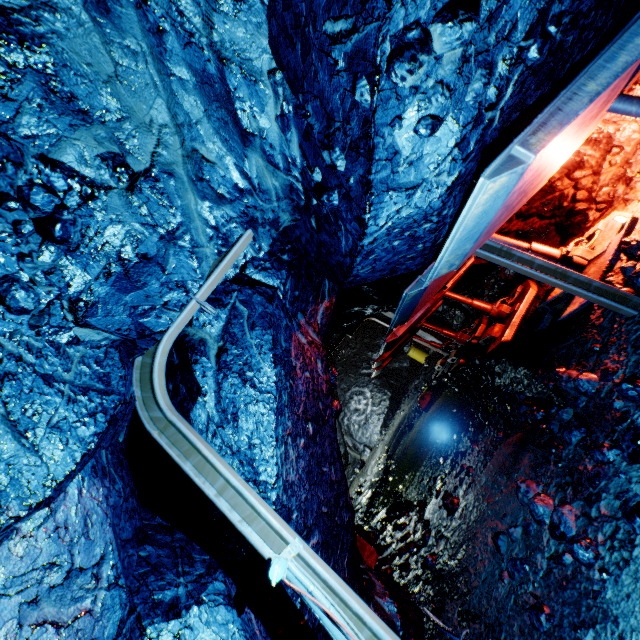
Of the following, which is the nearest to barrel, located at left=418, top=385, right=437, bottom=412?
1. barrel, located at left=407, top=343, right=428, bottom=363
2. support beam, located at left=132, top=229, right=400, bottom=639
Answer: barrel, located at left=407, top=343, right=428, bottom=363

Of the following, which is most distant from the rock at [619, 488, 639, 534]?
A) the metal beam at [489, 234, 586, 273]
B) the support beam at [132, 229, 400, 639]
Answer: the metal beam at [489, 234, 586, 273]

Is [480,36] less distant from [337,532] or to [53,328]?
[53,328]

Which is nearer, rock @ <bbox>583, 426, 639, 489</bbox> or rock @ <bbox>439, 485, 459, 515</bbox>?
rock @ <bbox>583, 426, 639, 489</bbox>

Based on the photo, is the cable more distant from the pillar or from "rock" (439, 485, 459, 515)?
the pillar

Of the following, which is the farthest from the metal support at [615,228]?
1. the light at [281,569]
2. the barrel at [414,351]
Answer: the barrel at [414,351]

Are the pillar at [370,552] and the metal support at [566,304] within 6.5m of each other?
yes
